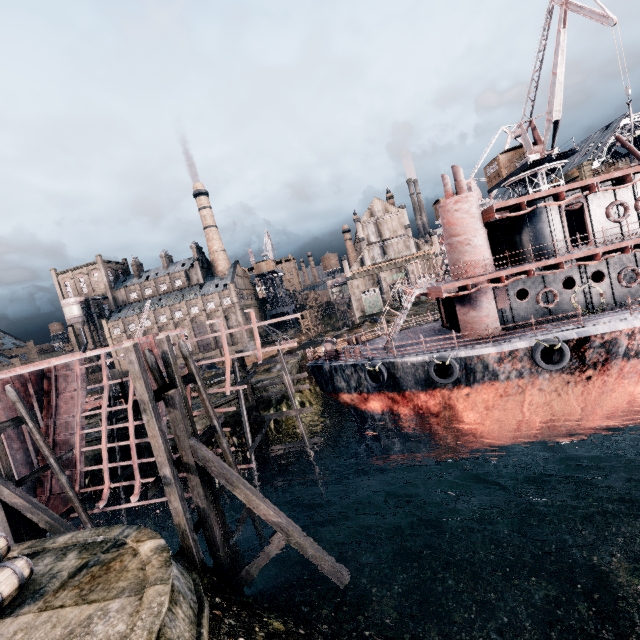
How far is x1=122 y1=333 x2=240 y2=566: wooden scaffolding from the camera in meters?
11.3 m

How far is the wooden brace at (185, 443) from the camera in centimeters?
1235cm

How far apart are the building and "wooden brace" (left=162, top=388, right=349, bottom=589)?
43.6m

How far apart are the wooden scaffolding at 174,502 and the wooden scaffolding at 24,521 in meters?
8.3 m

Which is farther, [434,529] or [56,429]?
[56,429]

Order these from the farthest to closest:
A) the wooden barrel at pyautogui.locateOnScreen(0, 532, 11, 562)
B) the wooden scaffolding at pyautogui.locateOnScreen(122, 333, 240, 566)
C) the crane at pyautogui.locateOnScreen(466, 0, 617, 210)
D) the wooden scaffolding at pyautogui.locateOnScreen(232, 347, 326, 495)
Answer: the crane at pyautogui.locateOnScreen(466, 0, 617, 210)
the wooden scaffolding at pyautogui.locateOnScreen(232, 347, 326, 495)
the wooden scaffolding at pyautogui.locateOnScreen(122, 333, 240, 566)
the wooden barrel at pyautogui.locateOnScreen(0, 532, 11, 562)

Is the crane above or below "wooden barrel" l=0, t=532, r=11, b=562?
above
